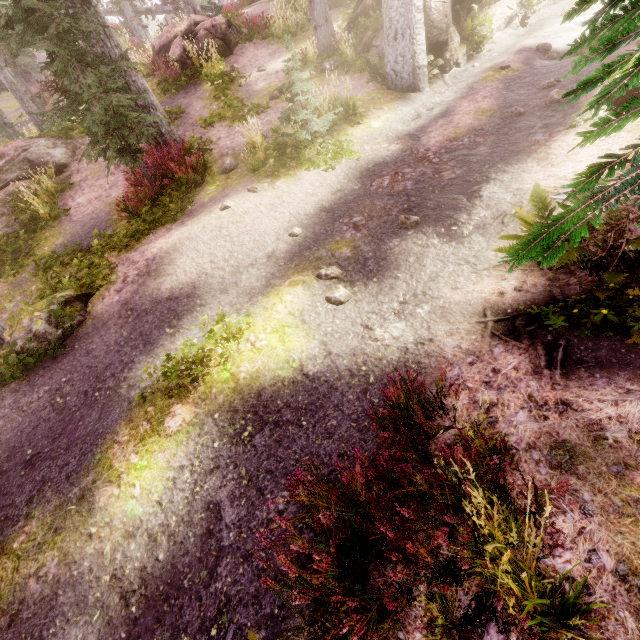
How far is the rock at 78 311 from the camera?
6.5 meters

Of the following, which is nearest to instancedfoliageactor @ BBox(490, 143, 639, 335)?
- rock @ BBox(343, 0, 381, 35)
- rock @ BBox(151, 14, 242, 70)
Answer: rock @ BBox(343, 0, 381, 35)

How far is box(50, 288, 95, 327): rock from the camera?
6.46m

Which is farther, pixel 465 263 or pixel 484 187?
pixel 484 187

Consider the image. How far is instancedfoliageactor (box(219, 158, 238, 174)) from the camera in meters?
9.6

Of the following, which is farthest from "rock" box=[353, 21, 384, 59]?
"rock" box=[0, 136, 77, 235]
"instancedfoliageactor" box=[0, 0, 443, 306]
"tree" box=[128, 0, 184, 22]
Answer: "rock" box=[0, 136, 77, 235]

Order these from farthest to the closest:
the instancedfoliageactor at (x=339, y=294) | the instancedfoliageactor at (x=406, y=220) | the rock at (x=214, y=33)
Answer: Result: the rock at (x=214, y=33), the instancedfoliageactor at (x=406, y=220), the instancedfoliageactor at (x=339, y=294)
